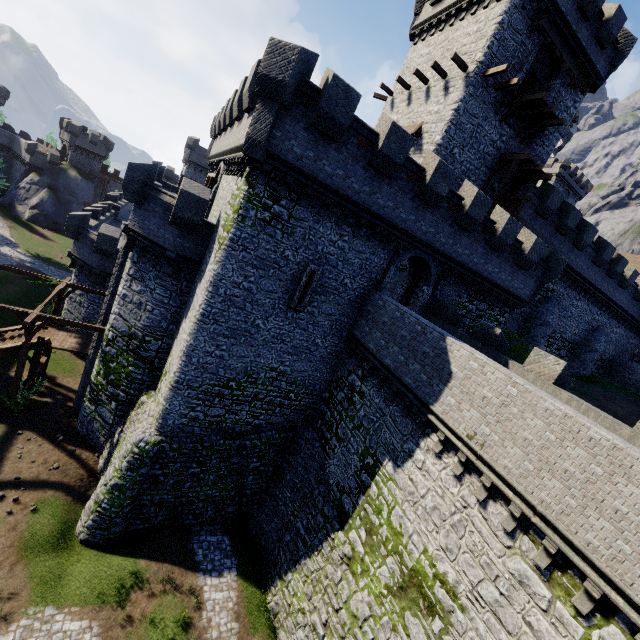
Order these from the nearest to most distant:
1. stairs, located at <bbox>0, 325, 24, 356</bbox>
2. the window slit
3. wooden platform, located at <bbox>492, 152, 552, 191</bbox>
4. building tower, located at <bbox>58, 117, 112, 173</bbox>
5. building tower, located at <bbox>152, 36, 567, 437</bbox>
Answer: building tower, located at <bbox>152, 36, 567, 437</bbox> < the window slit < stairs, located at <bbox>0, 325, 24, 356</bbox> < wooden platform, located at <bbox>492, 152, 552, 191</bbox> < building tower, located at <bbox>58, 117, 112, 173</bbox>

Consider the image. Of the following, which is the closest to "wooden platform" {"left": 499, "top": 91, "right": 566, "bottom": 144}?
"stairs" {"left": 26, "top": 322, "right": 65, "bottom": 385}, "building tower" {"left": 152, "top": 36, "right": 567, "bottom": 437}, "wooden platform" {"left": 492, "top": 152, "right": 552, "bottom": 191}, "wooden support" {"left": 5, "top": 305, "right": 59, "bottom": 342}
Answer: "wooden platform" {"left": 492, "top": 152, "right": 552, "bottom": 191}

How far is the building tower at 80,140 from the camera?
55.62m

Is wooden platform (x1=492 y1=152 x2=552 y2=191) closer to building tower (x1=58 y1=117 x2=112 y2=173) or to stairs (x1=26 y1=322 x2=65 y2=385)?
stairs (x1=26 y1=322 x2=65 y2=385)

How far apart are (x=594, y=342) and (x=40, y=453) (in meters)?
46.48

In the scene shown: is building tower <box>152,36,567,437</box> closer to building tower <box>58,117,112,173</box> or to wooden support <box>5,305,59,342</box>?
wooden support <box>5,305,59,342</box>

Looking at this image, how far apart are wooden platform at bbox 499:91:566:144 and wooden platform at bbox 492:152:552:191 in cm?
131

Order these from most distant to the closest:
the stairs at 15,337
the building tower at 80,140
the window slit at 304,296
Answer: the building tower at 80,140
the stairs at 15,337
the window slit at 304,296
